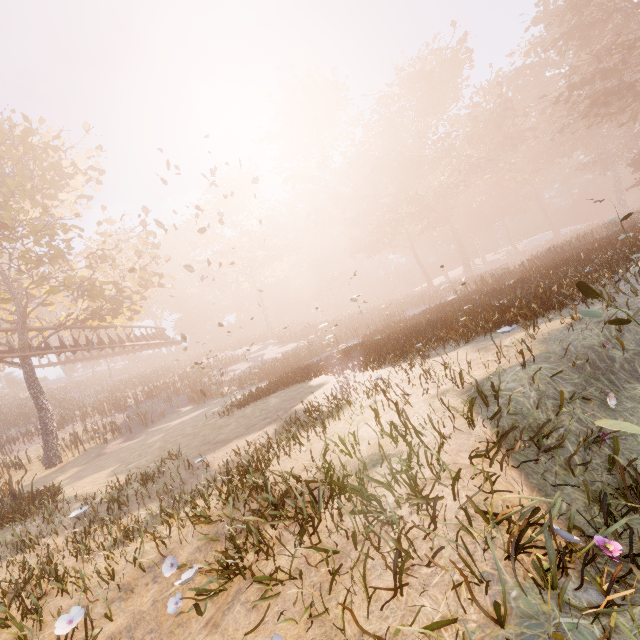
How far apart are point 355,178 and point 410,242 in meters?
15.6

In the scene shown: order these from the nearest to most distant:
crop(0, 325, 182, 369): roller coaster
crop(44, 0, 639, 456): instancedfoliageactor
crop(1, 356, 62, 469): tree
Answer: crop(44, 0, 639, 456): instancedfoliageactor < crop(1, 356, 62, 469): tree < crop(0, 325, 182, 369): roller coaster

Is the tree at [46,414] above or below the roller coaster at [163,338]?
below

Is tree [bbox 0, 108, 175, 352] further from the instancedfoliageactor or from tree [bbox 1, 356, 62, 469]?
the instancedfoliageactor

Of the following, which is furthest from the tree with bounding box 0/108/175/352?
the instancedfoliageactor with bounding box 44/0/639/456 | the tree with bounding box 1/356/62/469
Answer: the instancedfoliageactor with bounding box 44/0/639/456

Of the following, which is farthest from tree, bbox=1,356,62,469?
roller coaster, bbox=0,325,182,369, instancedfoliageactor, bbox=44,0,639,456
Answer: instancedfoliageactor, bbox=44,0,639,456

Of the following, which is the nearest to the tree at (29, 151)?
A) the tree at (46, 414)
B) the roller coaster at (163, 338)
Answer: the tree at (46, 414)

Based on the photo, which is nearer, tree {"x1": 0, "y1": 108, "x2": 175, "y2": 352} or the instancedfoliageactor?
the instancedfoliageactor
